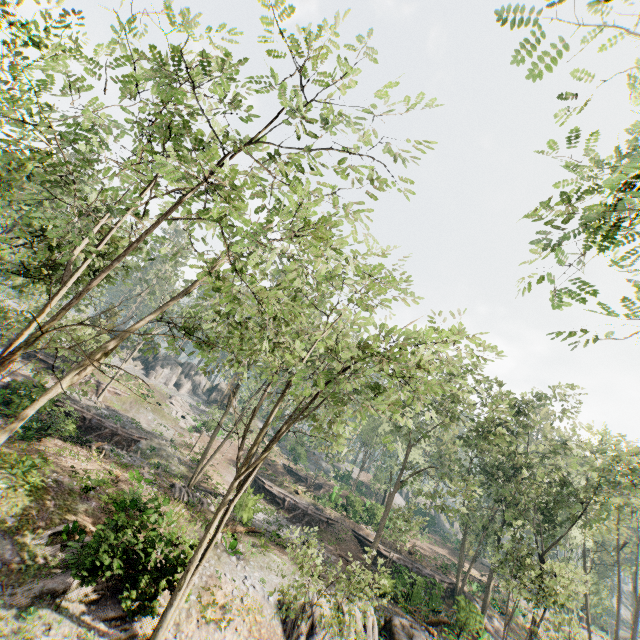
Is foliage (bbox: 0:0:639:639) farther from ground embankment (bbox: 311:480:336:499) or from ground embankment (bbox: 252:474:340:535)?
ground embankment (bbox: 311:480:336:499)

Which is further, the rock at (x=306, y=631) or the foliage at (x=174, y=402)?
the foliage at (x=174, y=402)

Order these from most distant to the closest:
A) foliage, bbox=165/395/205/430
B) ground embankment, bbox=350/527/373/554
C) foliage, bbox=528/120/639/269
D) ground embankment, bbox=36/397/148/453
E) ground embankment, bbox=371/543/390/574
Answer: foliage, bbox=165/395/205/430, ground embankment, bbox=350/527/373/554, ground embankment, bbox=371/543/390/574, ground embankment, bbox=36/397/148/453, foliage, bbox=528/120/639/269

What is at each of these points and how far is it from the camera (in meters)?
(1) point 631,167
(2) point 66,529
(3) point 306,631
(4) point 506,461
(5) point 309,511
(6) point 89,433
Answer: (1) foliage, 5.05
(2) foliage, 13.80
(3) rock, 15.66
(4) foliage, 34.41
(5) ground embankment, 35.09
(6) ground embankment, 27.72

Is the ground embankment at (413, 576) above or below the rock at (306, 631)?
above

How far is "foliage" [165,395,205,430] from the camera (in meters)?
42.97

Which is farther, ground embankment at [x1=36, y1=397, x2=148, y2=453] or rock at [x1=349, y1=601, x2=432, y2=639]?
ground embankment at [x1=36, y1=397, x2=148, y2=453]

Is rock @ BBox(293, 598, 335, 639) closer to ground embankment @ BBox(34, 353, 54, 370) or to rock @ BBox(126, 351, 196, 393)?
ground embankment @ BBox(34, 353, 54, 370)
